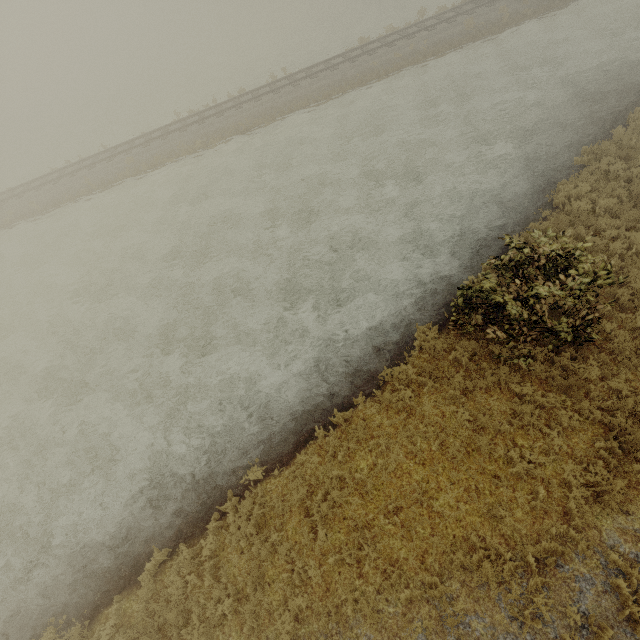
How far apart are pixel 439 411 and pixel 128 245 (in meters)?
17.67
